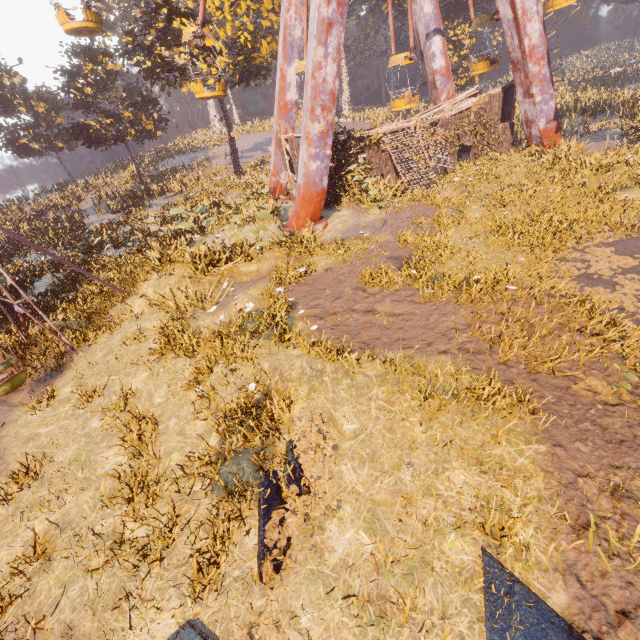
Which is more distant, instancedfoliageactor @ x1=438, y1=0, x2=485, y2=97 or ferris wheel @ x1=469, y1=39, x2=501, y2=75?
instancedfoliageactor @ x1=438, y1=0, x2=485, y2=97

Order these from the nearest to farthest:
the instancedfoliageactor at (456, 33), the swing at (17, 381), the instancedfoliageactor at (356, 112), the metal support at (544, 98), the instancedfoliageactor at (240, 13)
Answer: the swing at (17, 381) < the metal support at (544, 98) < the instancedfoliageactor at (240, 13) < the instancedfoliageactor at (456, 33) < the instancedfoliageactor at (356, 112)

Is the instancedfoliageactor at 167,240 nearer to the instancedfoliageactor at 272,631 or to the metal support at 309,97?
the metal support at 309,97

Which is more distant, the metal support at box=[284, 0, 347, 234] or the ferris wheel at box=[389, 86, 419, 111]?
the ferris wheel at box=[389, 86, 419, 111]

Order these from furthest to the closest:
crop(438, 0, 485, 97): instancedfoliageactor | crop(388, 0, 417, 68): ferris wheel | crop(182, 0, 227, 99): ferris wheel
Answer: crop(438, 0, 485, 97): instancedfoliageactor < crop(388, 0, 417, 68): ferris wheel < crop(182, 0, 227, 99): ferris wheel

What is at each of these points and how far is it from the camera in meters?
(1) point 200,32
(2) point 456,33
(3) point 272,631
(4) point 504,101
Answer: (1) ferris wheel, 14.4 m
(2) instancedfoliageactor, 33.5 m
(3) instancedfoliageactor, 3.8 m
(4) building, 20.1 m

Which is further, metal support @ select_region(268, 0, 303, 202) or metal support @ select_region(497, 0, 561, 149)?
metal support @ select_region(268, 0, 303, 202)

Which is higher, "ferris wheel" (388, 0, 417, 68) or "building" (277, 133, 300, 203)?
"ferris wheel" (388, 0, 417, 68)
